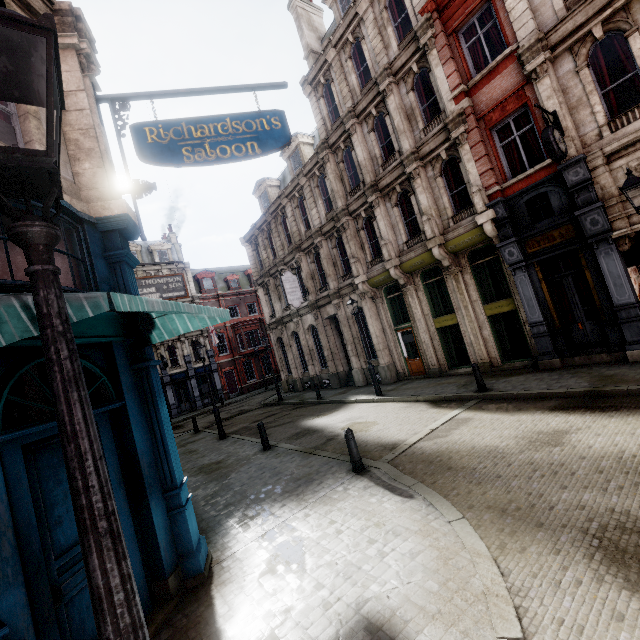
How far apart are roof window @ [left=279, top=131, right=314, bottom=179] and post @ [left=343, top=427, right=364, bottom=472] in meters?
18.3 m

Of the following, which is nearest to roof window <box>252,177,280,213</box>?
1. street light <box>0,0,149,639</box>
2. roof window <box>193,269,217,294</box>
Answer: roof window <box>193,269,217,294</box>

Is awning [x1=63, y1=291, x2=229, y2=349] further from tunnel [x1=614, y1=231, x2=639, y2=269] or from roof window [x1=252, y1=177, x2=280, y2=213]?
roof window [x1=252, y1=177, x2=280, y2=213]

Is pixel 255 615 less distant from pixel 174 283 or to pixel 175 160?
pixel 175 160

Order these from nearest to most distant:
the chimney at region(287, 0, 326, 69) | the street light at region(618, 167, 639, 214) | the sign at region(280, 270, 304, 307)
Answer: the street light at region(618, 167, 639, 214), the chimney at region(287, 0, 326, 69), the sign at region(280, 270, 304, 307)

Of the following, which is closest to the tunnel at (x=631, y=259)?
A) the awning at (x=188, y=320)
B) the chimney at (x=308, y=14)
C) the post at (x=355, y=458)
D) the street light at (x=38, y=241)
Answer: the post at (x=355, y=458)

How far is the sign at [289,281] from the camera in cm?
2080

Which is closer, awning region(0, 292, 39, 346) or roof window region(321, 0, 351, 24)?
awning region(0, 292, 39, 346)
